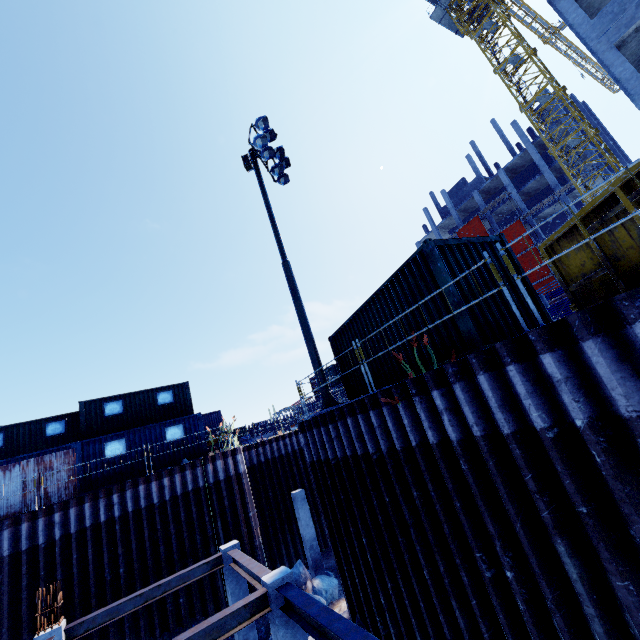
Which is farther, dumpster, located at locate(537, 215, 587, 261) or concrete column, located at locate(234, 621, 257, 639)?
concrete column, located at locate(234, 621, 257, 639)

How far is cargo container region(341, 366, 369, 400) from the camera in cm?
1021

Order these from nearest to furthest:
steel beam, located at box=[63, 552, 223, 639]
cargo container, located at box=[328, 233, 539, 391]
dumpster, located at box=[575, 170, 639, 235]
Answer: dumpster, located at box=[575, 170, 639, 235] < cargo container, located at box=[328, 233, 539, 391] < steel beam, located at box=[63, 552, 223, 639]

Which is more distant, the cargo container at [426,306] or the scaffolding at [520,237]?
the cargo container at [426,306]

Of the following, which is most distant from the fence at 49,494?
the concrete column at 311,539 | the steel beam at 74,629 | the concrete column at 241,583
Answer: the concrete column at 311,539

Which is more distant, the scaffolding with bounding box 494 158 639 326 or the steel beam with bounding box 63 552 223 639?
the steel beam with bounding box 63 552 223 639

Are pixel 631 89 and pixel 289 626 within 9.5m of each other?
no
